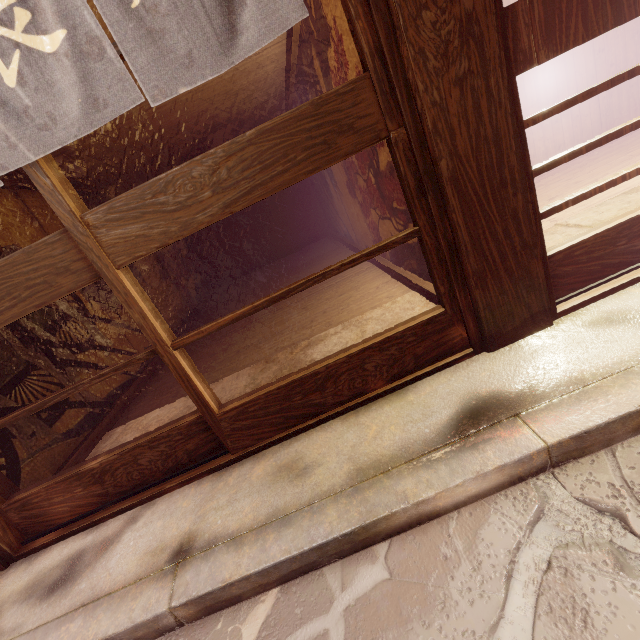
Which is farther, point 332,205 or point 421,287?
point 332,205

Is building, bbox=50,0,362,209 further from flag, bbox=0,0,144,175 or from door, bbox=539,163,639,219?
flag, bbox=0,0,144,175

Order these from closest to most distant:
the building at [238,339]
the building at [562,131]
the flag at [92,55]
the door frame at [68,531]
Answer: the flag at [92,55], the door frame at [68,531], the building at [238,339], the building at [562,131]

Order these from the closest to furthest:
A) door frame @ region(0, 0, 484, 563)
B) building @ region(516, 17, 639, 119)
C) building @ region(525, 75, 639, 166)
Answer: door frame @ region(0, 0, 484, 563) → building @ region(516, 17, 639, 119) → building @ region(525, 75, 639, 166)

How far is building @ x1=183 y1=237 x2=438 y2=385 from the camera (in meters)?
6.23

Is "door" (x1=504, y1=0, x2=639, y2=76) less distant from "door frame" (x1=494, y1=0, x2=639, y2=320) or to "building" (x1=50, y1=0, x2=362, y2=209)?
"door frame" (x1=494, y1=0, x2=639, y2=320)

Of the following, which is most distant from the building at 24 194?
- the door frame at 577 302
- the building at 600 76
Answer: the door frame at 577 302

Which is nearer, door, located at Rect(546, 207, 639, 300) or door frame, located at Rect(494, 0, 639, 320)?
door frame, located at Rect(494, 0, 639, 320)
